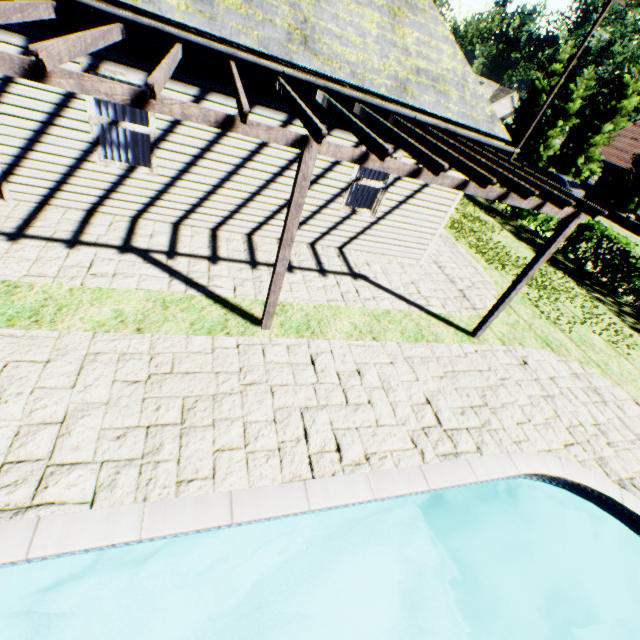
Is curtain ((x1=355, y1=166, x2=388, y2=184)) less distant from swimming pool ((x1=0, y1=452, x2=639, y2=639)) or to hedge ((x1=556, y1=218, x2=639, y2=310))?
swimming pool ((x1=0, y1=452, x2=639, y2=639))

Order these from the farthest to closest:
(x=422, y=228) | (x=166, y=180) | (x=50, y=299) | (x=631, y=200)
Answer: (x=631, y=200) < (x=422, y=228) < (x=166, y=180) < (x=50, y=299)

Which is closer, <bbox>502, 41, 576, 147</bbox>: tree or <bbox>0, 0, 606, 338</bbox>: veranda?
<bbox>0, 0, 606, 338</bbox>: veranda

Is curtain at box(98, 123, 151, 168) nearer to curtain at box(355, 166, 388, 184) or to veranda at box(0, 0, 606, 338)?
veranda at box(0, 0, 606, 338)

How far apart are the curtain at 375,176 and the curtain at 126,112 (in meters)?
3.89

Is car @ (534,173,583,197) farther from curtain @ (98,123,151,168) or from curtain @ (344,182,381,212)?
curtain @ (98,123,151,168)

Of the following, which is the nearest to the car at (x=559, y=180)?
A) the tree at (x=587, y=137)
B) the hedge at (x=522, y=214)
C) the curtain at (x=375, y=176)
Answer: the tree at (x=587, y=137)

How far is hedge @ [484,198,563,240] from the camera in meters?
14.6 m
